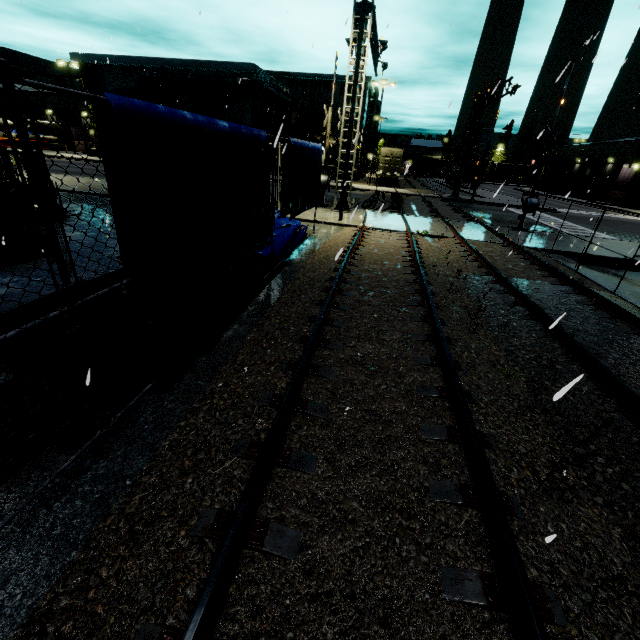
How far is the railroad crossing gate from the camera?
15.4 meters

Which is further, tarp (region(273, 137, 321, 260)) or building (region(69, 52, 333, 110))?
building (region(69, 52, 333, 110))

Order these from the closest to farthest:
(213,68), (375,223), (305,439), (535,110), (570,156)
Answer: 1. (305,439)
2. (375,223)
3. (535,110)
4. (213,68)
5. (570,156)

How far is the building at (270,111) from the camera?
39.0m

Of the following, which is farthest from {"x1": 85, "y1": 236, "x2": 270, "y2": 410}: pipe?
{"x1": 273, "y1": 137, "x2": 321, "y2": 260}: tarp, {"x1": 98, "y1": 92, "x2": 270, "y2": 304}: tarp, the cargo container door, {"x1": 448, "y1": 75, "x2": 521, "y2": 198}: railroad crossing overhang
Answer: the cargo container door

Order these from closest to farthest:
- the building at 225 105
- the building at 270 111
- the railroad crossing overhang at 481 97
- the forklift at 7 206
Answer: the forklift at 7 206
the railroad crossing overhang at 481 97
the building at 225 105
the building at 270 111

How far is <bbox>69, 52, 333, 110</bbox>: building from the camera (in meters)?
34.19

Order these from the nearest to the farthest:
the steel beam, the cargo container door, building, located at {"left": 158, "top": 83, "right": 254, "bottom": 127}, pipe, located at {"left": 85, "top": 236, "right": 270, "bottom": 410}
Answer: pipe, located at {"left": 85, "top": 236, "right": 270, "bottom": 410}, the steel beam, building, located at {"left": 158, "top": 83, "right": 254, "bottom": 127}, the cargo container door
